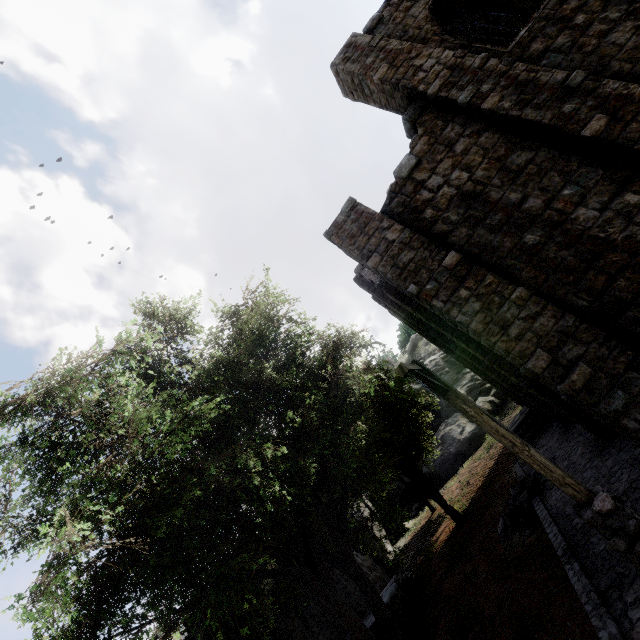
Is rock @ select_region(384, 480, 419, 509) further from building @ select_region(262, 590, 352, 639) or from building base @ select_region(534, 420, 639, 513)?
building base @ select_region(534, 420, 639, 513)

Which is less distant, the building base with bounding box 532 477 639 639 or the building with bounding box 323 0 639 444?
the building base with bounding box 532 477 639 639

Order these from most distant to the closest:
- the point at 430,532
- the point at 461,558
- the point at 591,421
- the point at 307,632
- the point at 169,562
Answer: the point at 430,532 < the point at 461,558 < the point at 307,632 < the point at 591,421 < the point at 169,562

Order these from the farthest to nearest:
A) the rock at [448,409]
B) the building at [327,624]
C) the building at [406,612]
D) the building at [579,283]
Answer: the rock at [448,409], the building at [406,612], the building at [327,624], the building at [579,283]

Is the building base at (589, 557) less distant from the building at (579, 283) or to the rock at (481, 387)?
the building at (579, 283)

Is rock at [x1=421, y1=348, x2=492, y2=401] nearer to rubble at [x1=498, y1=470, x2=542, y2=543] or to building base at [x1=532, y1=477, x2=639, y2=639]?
building base at [x1=532, y1=477, x2=639, y2=639]

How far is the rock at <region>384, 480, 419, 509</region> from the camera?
33.7m

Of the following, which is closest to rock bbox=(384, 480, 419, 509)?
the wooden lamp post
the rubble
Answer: the rubble
